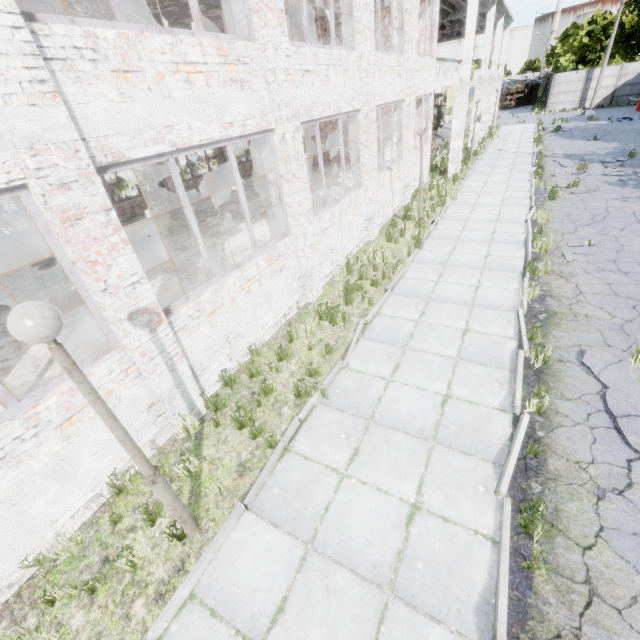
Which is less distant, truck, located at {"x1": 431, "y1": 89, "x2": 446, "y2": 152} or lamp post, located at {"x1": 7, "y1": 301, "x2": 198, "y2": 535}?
lamp post, located at {"x1": 7, "y1": 301, "x2": 198, "y2": 535}

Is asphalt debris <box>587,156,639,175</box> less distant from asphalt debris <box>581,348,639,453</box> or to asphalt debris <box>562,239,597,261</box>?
asphalt debris <box>562,239,597,261</box>

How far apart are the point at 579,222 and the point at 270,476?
12.5m

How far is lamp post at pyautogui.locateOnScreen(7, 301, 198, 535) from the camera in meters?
2.2

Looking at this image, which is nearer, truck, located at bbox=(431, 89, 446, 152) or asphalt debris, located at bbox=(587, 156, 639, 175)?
asphalt debris, located at bbox=(587, 156, 639, 175)

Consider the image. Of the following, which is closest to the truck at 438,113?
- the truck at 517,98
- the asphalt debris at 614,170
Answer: the asphalt debris at 614,170

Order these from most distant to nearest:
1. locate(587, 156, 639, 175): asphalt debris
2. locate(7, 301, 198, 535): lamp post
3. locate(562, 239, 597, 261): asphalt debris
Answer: locate(587, 156, 639, 175): asphalt debris → locate(562, 239, 597, 261): asphalt debris → locate(7, 301, 198, 535): lamp post

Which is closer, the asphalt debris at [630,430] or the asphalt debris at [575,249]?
the asphalt debris at [630,430]
